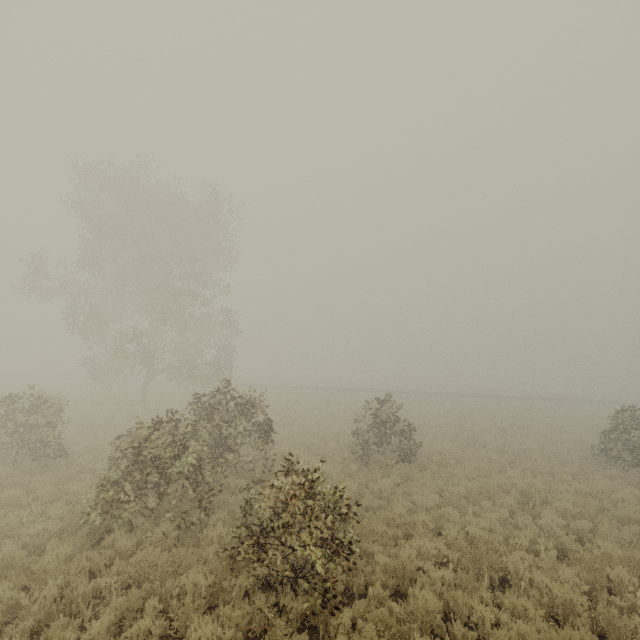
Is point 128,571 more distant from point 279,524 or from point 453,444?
point 453,444
